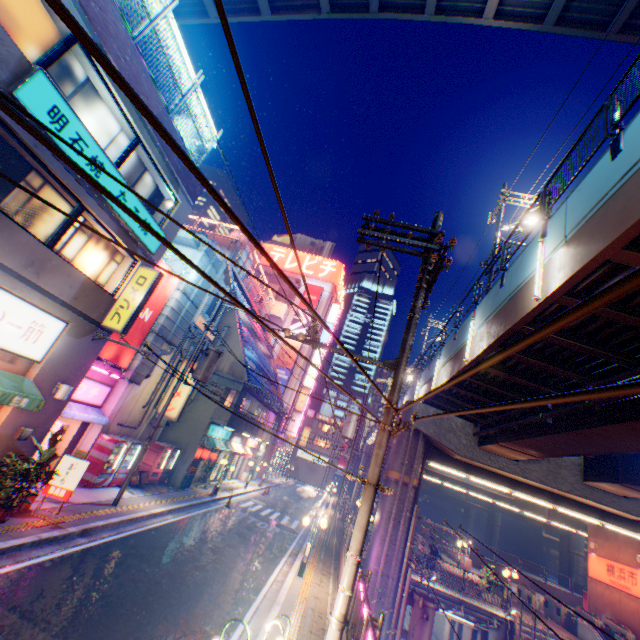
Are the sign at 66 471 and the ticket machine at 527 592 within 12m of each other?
no

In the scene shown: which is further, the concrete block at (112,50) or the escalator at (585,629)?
the escalator at (585,629)

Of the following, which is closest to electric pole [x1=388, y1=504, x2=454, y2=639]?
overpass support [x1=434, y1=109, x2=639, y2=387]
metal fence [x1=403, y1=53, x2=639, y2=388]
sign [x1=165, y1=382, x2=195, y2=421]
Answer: metal fence [x1=403, y1=53, x2=639, y2=388]

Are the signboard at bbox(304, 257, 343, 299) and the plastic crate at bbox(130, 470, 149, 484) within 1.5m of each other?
no

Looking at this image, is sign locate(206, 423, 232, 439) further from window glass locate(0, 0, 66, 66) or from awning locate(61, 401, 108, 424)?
window glass locate(0, 0, 66, 66)

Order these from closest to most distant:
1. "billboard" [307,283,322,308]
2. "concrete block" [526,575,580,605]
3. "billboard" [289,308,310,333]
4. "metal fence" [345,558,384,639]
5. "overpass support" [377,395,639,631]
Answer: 1. "metal fence" [345,558,384,639]
2. "overpass support" [377,395,639,631]
3. "concrete block" [526,575,580,605]
4. "billboard" [289,308,310,333]
5. "billboard" [307,283,322,308]

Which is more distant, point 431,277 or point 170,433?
point 170,433

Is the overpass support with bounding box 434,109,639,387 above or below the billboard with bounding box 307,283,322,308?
below
